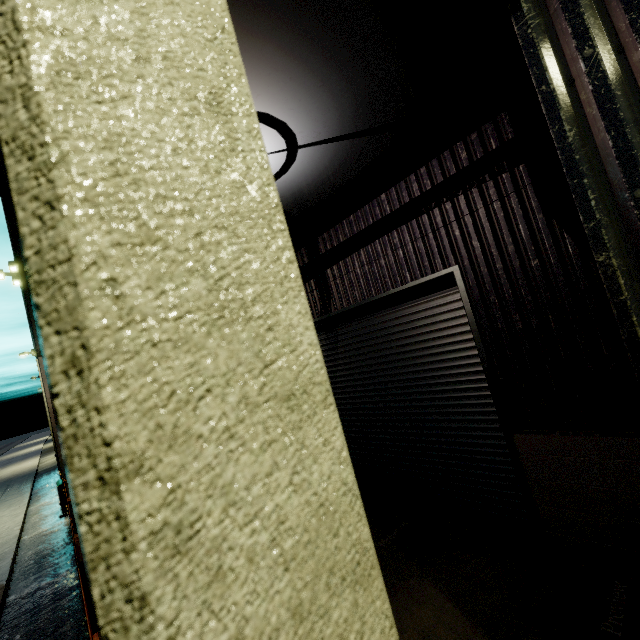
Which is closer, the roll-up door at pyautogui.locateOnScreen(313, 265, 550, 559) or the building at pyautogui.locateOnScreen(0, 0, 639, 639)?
the building at pyautogui.locateOnScreen(0, 0, 639, 639)

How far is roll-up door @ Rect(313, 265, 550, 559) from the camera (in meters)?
4.17

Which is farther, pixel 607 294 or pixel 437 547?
pixel 437 547

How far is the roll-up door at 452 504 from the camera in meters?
4.2 m

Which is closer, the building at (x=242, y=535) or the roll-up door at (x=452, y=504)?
the building at (x=242, y=535)
